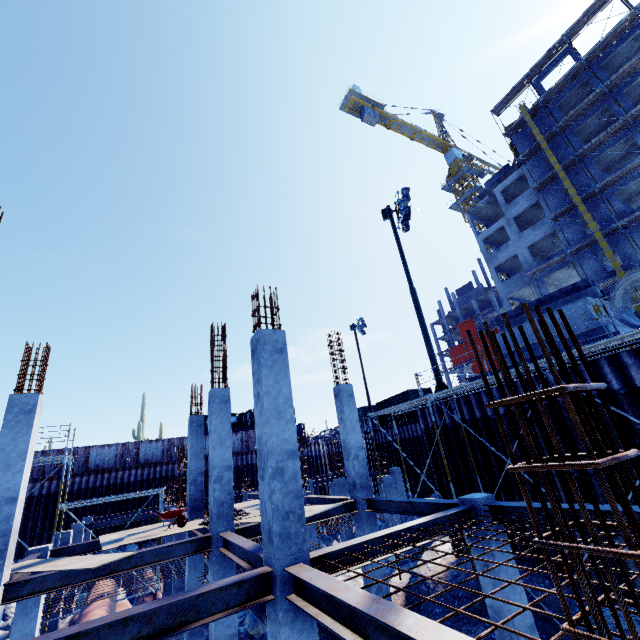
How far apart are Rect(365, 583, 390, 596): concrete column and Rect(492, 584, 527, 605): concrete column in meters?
4.3

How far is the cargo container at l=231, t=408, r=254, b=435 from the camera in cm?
3694

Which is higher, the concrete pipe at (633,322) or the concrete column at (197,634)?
the concrete pipe at (633,322)

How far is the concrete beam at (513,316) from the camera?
14.9m

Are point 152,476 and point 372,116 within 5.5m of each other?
no

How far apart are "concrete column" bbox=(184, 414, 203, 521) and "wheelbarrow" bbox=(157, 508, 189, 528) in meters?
2.1

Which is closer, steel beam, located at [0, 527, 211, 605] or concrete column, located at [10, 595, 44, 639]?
steel beam, located at [0, 527, 211, 605]

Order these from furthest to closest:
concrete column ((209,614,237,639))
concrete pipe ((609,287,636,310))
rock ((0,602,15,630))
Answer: rock ((0,602,15,630)) → concrete pipe ((609,287,636,310)) → concrete column ((209,614,237,639))
